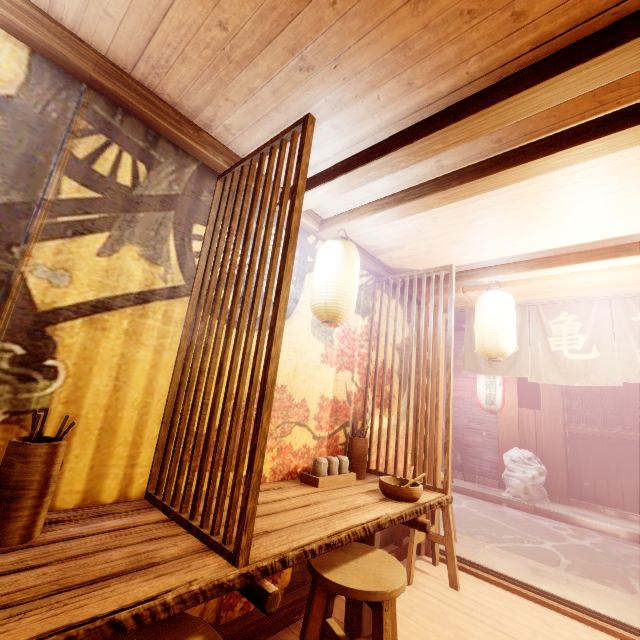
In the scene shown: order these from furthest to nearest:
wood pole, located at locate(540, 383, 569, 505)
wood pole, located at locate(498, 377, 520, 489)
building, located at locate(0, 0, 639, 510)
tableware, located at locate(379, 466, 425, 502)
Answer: wood pole, located at locate(498, 377, 520, 489) → wood pole, located at locate(540, 383, 569, 505) → tableware, located at locate(379, 466, 425, 502) → building, located at locate(0, 0, 639, 510)

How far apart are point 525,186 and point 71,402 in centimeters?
512cm

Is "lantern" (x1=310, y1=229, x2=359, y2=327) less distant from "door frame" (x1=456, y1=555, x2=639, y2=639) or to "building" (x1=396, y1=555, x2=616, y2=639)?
"building" (x1=396, y1=555, x2=616, y2=639)

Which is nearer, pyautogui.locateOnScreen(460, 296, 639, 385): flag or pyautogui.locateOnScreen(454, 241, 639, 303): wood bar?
pyautogui.locateOnScreen(454, 241, 639, 303): wood bar

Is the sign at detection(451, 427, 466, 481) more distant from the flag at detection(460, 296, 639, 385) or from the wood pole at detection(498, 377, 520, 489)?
the flag at detection(460, 296, 639, 385)

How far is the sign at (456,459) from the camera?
14.09m

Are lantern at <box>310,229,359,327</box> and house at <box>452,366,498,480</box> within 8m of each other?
no

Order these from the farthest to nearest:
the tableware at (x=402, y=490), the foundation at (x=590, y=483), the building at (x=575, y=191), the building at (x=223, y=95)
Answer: the foundation at (x=590, y=483) → the tableware at (x=402, y=490) → the building at (x=575, y=191) → the building at (x=223, y=95)
